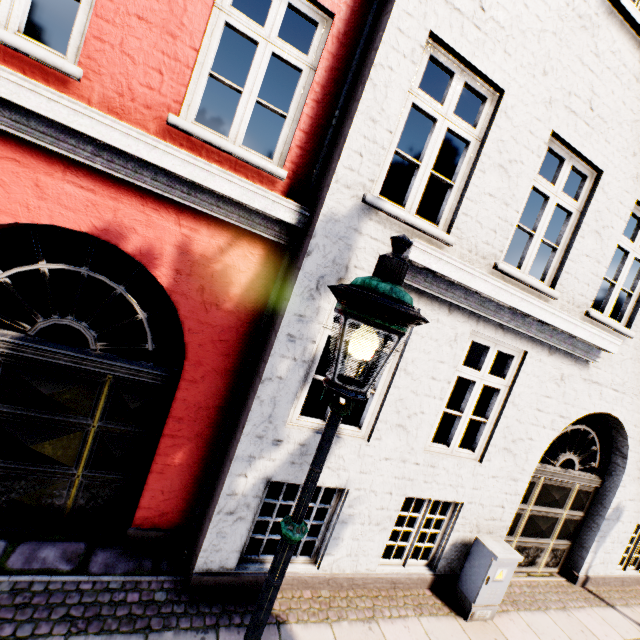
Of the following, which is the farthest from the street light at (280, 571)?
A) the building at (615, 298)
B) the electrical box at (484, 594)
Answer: the building at (615, 298)

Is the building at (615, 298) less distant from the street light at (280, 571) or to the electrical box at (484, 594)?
the street light at (280, 571)

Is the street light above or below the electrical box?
above

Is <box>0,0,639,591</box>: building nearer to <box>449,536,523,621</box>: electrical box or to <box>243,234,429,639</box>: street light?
<box>243,234,429,639</box>: street light

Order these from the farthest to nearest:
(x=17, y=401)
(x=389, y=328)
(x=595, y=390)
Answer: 1. (x=595, y=390)
2. (x=17, y=401)
3. (x=389, y=328)

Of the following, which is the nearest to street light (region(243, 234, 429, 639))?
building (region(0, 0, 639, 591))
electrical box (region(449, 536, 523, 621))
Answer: electrical box (region(449, 536, 523, 621))
